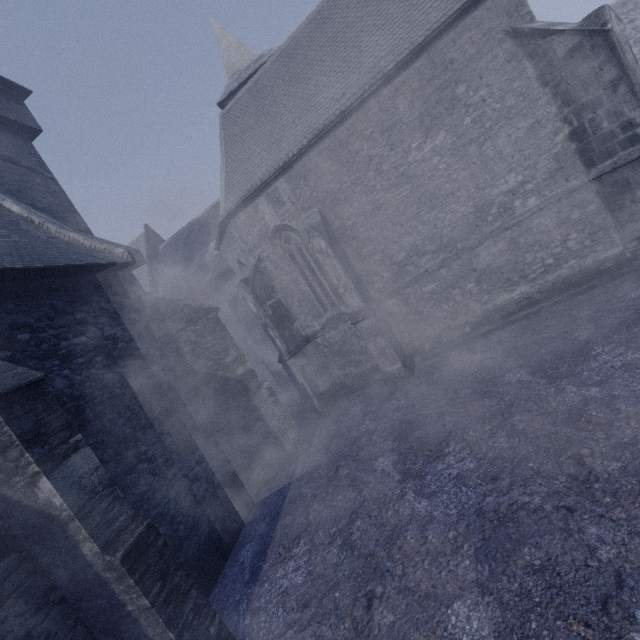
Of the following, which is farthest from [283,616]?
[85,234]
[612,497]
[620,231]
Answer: [620,231]
